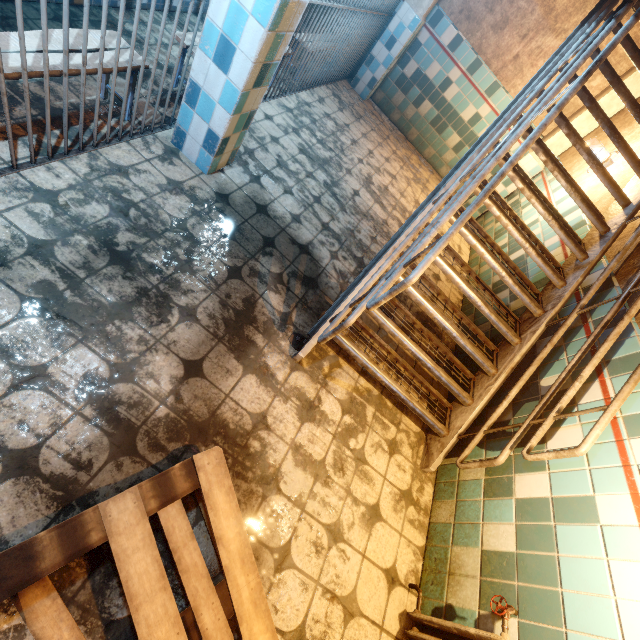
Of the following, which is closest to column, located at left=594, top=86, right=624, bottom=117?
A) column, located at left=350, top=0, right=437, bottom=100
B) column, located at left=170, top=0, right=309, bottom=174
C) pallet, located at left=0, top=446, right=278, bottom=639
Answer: column, located at left=350, top=0, right=437, bottom=100

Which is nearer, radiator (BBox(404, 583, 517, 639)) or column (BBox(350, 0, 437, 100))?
radiator (BBox(404, 583, 517, 639))

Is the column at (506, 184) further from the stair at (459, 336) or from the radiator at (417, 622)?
the radiator at (417, 622)

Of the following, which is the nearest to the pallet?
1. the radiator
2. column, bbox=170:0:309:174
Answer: the radiator

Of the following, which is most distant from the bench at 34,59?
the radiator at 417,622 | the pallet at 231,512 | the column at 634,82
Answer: the column at 634,82

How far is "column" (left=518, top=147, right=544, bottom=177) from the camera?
5.12m

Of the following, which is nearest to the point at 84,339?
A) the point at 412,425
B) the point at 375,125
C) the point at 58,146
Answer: A: the point at 58,146

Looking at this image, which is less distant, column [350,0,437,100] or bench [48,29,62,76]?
bench [48,29,62,76]
